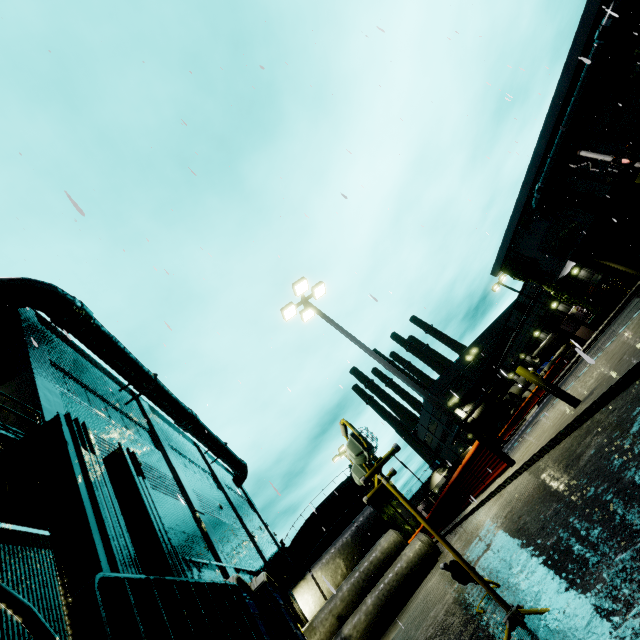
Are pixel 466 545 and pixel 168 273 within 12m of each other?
yes

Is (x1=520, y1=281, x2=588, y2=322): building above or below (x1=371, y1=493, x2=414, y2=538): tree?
above

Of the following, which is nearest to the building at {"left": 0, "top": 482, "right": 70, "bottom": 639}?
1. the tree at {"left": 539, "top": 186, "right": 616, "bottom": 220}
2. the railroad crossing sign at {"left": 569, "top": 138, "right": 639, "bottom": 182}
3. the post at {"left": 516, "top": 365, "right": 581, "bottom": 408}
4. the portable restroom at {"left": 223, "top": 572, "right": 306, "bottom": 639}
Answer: the tree at {"left": 539, "top": 186, "right": 616, "bottom": 220}

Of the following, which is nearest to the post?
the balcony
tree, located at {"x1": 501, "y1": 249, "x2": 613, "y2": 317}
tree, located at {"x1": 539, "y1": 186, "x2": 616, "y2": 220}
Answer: the balcony

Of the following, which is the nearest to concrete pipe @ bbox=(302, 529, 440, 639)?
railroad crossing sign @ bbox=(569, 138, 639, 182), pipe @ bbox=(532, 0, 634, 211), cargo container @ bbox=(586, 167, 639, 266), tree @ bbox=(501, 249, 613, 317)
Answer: cargo container @ bbox=(586, 167, 639, 266)

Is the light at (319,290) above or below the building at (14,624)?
above

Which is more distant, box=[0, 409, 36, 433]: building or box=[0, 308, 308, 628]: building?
box=[0, 308, 308, 628]: building

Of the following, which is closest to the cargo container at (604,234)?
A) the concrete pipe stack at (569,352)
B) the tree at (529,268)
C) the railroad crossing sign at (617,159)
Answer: the concrete pipe stack at (569,352)
